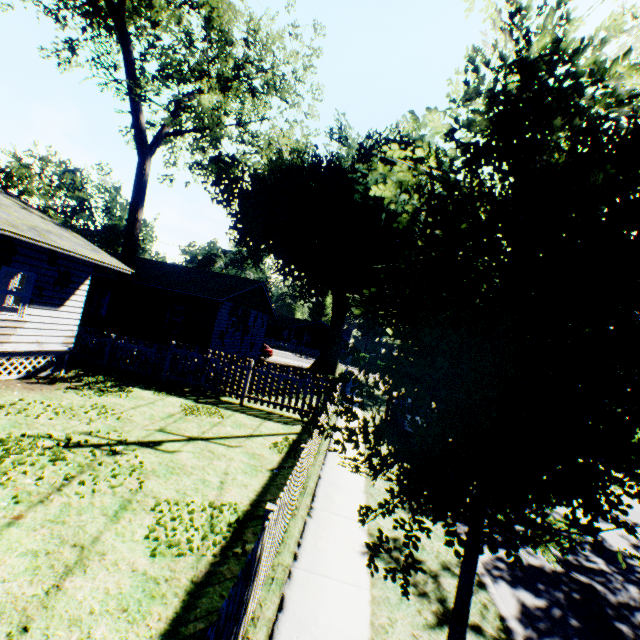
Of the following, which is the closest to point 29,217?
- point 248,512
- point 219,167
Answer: point 219,167

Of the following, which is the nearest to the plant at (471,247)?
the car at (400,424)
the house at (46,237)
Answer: the house at (46,237)

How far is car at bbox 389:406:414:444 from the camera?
12.42m

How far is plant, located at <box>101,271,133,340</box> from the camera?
16.3m

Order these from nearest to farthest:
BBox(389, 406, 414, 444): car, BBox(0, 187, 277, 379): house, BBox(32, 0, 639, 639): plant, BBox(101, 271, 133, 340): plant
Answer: BBox(32, 0, 639, 639): plant → BBox(0, 187, 277, 379): house → BBox(389, 406, 414, 444): car → BBox(101, 271, 133, 340): plant

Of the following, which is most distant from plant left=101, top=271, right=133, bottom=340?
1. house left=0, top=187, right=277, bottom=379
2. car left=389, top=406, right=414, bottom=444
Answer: car left=389, top=406, right=414, bottom=444

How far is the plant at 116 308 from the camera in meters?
16.3 m

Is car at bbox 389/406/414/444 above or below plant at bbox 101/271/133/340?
below
